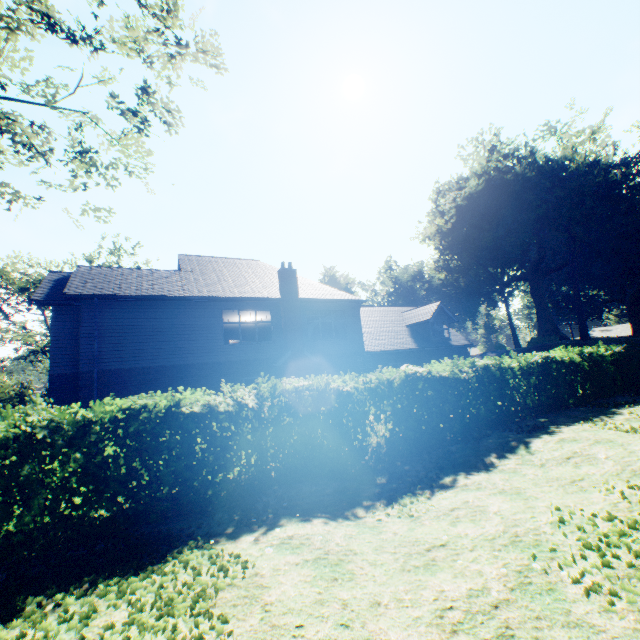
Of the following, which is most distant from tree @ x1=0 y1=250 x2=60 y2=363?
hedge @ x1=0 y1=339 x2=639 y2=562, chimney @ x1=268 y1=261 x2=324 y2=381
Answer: chimney @ x1=268 y1=261 x2=324 y2=381

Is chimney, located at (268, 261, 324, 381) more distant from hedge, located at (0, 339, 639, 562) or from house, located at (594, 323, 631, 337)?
house, located at (594, 323, 631, 337)

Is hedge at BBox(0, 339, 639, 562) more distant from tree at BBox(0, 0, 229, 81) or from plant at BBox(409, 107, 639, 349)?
plant at BBox(409, 107, 639, 349)

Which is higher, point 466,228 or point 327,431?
point 466,228

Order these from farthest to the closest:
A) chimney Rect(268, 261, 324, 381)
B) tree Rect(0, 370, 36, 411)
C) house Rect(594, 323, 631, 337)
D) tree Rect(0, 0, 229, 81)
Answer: house Rect(594, 323, 631, 337), tree Rect(0, 370, 36, 411), chimney Rect(268, 261, 324, 381), tree Rect(0, 0, 229, 81)

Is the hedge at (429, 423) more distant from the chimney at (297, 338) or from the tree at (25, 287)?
the chimney at (297, 338)

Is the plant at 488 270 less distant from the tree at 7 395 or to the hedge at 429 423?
the tree at 7 395
